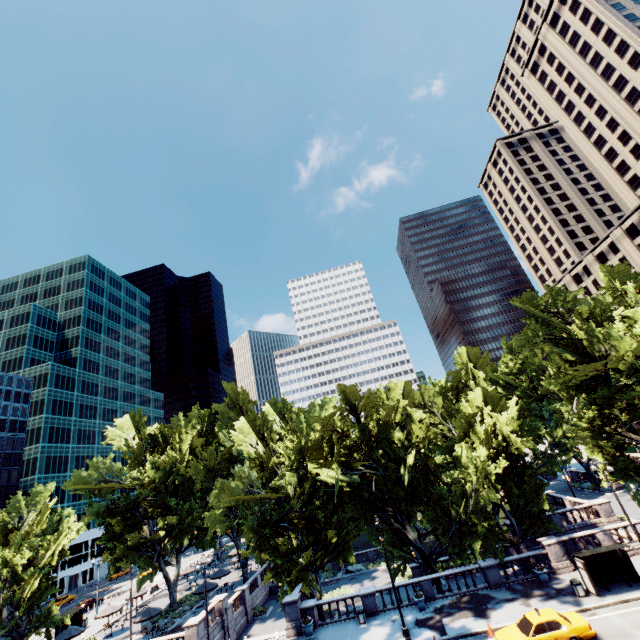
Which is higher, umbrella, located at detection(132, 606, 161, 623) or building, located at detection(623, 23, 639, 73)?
building, located at detection(623, 23, 639, 73)

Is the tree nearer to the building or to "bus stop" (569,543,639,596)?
"bus stop" (569,543,639,596)

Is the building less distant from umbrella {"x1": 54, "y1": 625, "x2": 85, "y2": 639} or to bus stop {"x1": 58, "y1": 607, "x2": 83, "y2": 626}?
umbrella {"x1": 54, "y1": 625, "x2": 85, "y2": 639}

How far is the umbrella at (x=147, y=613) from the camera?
32.8 meters

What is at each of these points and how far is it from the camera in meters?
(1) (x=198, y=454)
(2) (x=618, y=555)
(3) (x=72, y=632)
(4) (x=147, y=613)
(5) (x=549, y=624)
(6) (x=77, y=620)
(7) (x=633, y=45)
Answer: (1) tree, 41.3
(2) bus stop, 22.8
(3) umbrella, 33.5
(4) umbrella, 33.4
(5) vehicle, 18.2
(6) bus stop, 42.3
(7) building, 59.2

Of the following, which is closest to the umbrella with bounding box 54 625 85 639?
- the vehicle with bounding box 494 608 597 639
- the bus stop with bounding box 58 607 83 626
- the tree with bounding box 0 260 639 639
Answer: the tree with bounding box 0 260 639 639

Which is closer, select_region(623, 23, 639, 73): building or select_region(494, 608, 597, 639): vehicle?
select_region(494, 608, 597, 639): vehicle

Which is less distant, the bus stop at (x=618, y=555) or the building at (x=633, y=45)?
the bus stop at (x=618, y=555)
